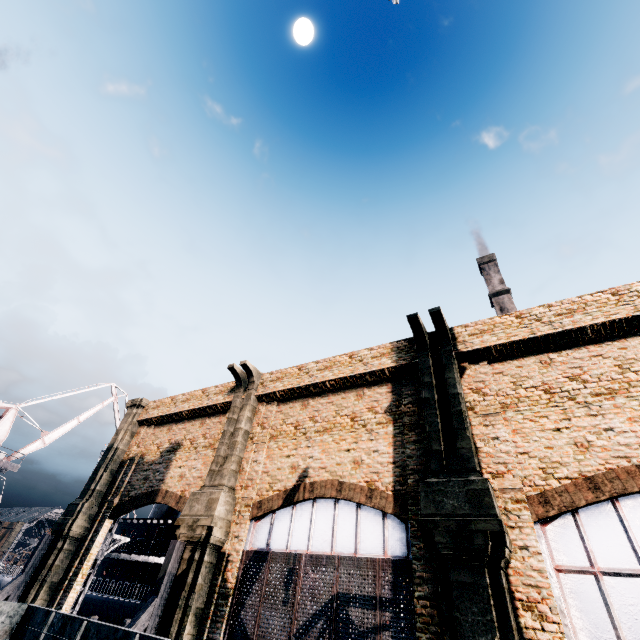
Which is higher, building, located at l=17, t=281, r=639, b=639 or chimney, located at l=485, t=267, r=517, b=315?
chimney, located at l=485, t=267, r=517, b=315

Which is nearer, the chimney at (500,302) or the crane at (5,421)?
the crane at (5,421)

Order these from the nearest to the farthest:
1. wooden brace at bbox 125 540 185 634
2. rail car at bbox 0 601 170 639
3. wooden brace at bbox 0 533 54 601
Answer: rail car at bbox 0 601 170 639 < wooden brace at bbox 125 540 185 634 < wooden brace at bbox 0 533 54 601

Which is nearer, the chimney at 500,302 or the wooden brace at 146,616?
the wooden brace at 146,616

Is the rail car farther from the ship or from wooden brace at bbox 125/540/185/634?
the ship

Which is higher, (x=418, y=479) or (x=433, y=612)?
(x=418, y=479)

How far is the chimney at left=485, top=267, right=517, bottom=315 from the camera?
53.2 meters

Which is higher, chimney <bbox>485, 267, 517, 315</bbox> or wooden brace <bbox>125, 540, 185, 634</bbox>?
chimney <bbox>485, 267, 517, 315</bbox>
